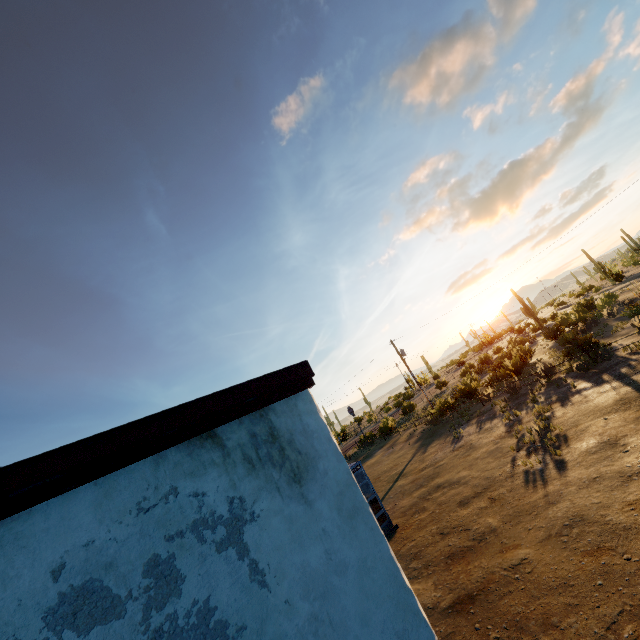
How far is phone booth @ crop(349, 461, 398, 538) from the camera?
12.0m

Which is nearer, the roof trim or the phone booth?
the roof trim

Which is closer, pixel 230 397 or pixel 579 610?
pixel 230 397

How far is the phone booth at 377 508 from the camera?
12.0 meters

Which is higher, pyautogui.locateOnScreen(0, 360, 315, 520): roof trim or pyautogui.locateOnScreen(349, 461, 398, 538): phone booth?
pyautogui.locateOnScreen(0, 360, 315, 520): roof trim

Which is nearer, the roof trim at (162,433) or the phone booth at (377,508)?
the roof trim at (162,433)
